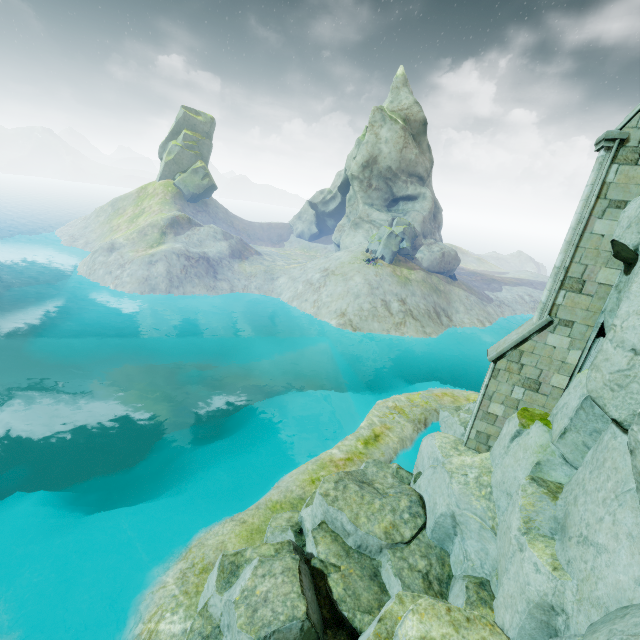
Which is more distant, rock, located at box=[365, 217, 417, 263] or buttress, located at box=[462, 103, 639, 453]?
rock, located at box=[365, 217, 417, 263]

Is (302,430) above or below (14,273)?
above

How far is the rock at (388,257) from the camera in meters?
42.5

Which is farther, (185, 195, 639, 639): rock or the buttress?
the buttress

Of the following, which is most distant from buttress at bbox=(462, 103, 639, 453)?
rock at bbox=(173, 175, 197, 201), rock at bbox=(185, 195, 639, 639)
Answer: rock at bbox=(173, 175, 197, 201)

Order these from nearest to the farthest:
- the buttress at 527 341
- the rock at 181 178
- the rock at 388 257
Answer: the buttress at 527 341 → the rock at 388 257 → the rock at 181 178

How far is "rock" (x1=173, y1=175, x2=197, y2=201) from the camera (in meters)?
59.28

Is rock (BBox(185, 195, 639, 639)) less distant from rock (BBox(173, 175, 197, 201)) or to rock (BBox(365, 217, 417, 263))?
rock (BBox(365, 217, 417, 263))
